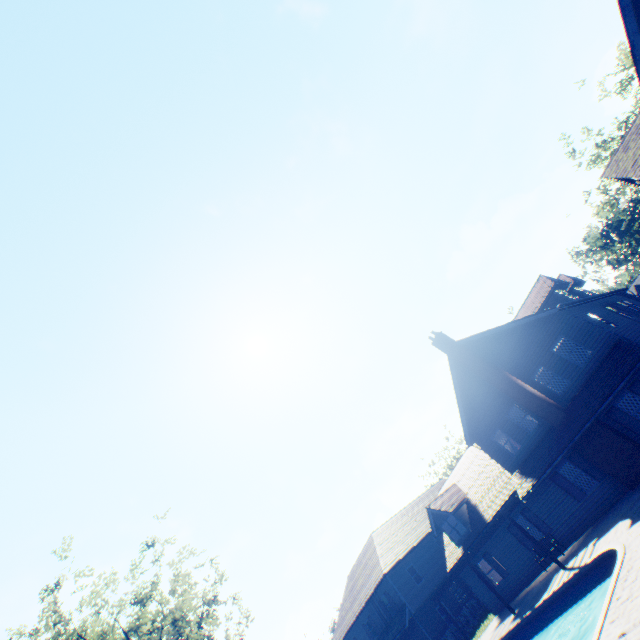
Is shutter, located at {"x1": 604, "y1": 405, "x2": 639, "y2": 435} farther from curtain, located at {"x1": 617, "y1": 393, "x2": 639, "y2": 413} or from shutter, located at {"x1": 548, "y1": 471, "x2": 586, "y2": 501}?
shutter, located at {"x1": 548, "y1": 471, "x2": 586, "y2": 501}

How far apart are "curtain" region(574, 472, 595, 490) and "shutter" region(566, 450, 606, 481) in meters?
0.3 m

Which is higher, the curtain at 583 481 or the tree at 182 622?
the tree at 182 622

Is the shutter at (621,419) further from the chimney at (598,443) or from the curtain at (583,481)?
the curtain at (583,481)

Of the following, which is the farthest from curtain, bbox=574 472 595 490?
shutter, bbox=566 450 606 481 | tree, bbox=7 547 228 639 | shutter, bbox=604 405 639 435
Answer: tree, bbox=7 547 228 639

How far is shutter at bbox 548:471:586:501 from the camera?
17.45m

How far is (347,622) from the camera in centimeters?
3569cm

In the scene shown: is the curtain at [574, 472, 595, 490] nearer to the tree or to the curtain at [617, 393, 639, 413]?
the curtain at [617, 393, 639, 413]
